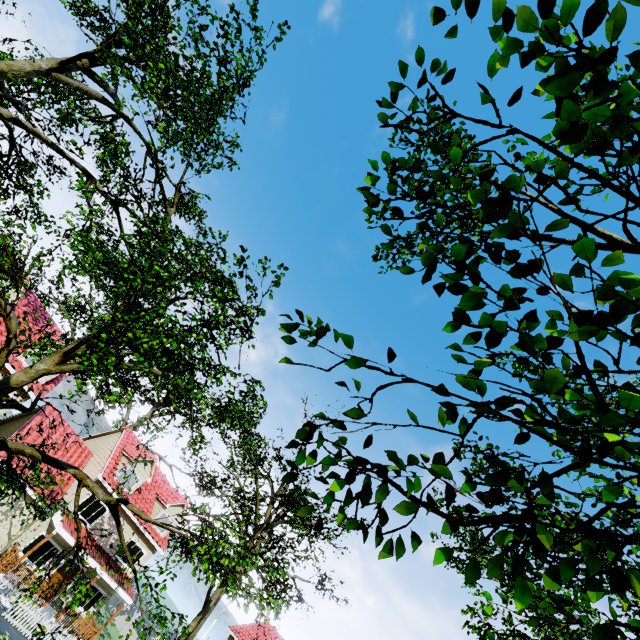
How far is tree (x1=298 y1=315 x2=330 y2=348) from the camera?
1.9m

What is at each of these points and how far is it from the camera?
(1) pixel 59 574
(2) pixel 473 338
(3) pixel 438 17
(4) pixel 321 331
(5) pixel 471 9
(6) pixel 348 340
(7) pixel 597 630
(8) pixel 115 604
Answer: (1) door, 20.6 meters
(2) tree, 1.9 meters
(3) tree, 1.6 meters
(4) tree, 1.9 meters
(5) tree, 1.6 meters
(6) tree, 1.6 meters
(7) tree, 1.2 meters
(8) fence, 33.4 meters

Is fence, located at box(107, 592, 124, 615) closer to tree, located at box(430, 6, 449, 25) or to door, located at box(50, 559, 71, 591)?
tree, located at box(430, 6, 449, 25)

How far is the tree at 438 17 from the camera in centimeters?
162cm

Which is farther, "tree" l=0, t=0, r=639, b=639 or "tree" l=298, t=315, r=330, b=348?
"tree" l=298, t=315, r=330, b=348

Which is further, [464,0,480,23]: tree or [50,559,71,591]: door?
[50,559,71,591]: door

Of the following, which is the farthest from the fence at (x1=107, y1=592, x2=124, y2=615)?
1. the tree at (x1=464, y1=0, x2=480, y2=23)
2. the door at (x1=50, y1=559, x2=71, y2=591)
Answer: the door at (x1=50, y1=559, x2=71, y2=591)
